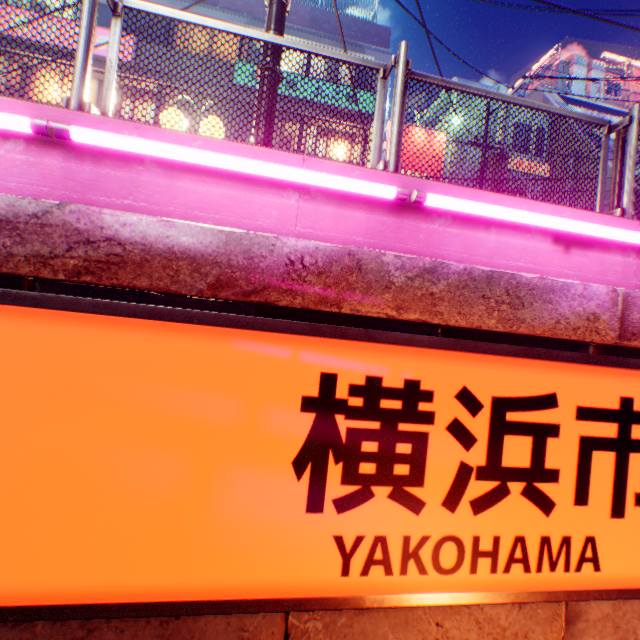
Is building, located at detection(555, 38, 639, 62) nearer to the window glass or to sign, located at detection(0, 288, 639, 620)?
the window glass

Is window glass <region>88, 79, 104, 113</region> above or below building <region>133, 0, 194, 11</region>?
below

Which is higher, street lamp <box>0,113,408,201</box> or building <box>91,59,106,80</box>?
building <box>91,59,106,80</box>

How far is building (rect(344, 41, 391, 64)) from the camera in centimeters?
1341cm

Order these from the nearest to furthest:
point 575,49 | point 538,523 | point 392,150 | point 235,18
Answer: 1. point 538,523
2. point 392,150
3. point 235,18
4. point 575,49

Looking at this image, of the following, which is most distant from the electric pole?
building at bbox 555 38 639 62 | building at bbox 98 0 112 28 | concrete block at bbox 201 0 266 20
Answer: building at bbox 555 38 639 62

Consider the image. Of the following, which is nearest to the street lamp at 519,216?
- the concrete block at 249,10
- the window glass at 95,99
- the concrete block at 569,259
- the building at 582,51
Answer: the concrete block at 569,259

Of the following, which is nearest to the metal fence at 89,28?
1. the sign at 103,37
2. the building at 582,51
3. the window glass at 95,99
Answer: the sign at 103,37
